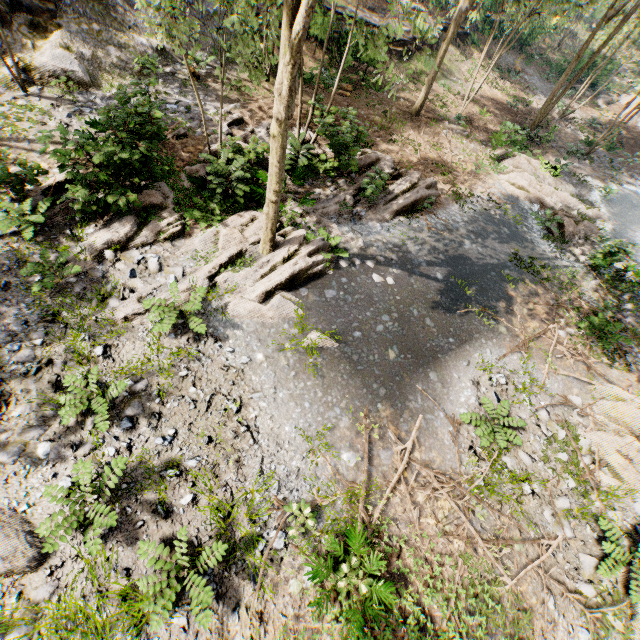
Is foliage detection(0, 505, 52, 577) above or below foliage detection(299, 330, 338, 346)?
below

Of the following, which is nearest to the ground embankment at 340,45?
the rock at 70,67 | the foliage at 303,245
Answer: the foliage at 303,245

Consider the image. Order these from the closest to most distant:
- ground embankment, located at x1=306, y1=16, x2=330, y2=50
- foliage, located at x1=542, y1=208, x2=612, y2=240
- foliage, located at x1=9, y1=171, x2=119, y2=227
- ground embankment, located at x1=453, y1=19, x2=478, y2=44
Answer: foliage, located at x1=9, y1=171, x2=119, y2=227
foliage, located at x1=542, y1=208, x2=612, y2=240
ground embankment, located at x1=306, y1=16, x2=330, y2=50
ground embankment, located at x1=453, y1=19, x2=478, y2=44

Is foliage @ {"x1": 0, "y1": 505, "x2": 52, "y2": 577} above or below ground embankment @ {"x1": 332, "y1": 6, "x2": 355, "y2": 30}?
below

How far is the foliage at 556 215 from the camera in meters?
15.1

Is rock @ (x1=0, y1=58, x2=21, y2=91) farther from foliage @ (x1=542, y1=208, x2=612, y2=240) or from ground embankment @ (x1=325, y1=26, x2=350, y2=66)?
ground embankment @ (x1=325, y1=26, x2=350, y2=66)

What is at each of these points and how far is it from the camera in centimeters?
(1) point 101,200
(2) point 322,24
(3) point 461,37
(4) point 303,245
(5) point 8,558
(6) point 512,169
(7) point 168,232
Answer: (1) foliage, 859cm
(2) ground embankment, 1766cm
(3) ground embankment, 2702cm
(4) foliage, 1009cm
(5) foliage, 521cm
(6) foliage, 1750cm
(7) foliage, 941cm
